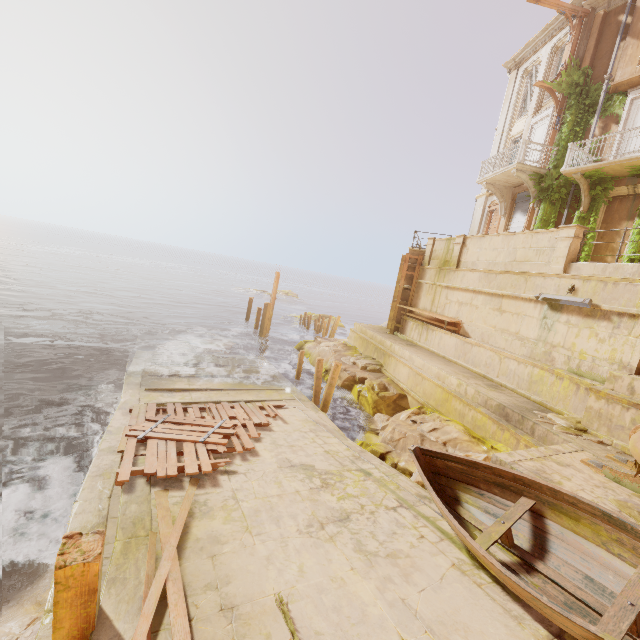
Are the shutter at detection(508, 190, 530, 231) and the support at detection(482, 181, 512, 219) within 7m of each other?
yes

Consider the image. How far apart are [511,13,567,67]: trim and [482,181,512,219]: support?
7.82m

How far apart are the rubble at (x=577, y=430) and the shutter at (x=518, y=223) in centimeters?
1131cm

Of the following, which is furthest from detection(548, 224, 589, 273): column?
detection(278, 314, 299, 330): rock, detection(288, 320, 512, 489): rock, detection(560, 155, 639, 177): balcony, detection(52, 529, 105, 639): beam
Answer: detection(278, 314, 299, 330): rock

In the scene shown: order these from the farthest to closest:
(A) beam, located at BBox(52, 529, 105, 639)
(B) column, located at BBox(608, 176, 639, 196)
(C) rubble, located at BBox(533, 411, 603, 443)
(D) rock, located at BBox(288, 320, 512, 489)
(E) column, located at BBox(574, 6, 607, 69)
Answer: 1. (E) column, located at BBox(574, 6, 607, 69)
2. (B) column, located at BBox(608, 176, 639, 196)
3. (D) rock, located at BBox(288, 320, 512, 489)
4. (C) rubble, located at BBox(533, 411, 603, 443)
5. (A) beam, located at BBox(52, 529, 105, 639)

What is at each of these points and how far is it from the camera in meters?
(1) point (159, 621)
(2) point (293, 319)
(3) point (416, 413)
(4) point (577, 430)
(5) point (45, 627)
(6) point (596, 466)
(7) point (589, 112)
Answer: (1) walkway, 3.6 m
(2) rock, 37.8 m
(3) rock, 12.1 m
(4) rubble, 8.2 m
(5) walkway, 4.2 m
(6) wood, 6.4 m
(7) plant, 15.0 m

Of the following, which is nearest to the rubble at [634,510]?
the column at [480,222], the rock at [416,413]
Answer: the rock at [416,413]

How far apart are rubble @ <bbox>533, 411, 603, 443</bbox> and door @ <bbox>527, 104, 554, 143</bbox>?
14.4 meters
